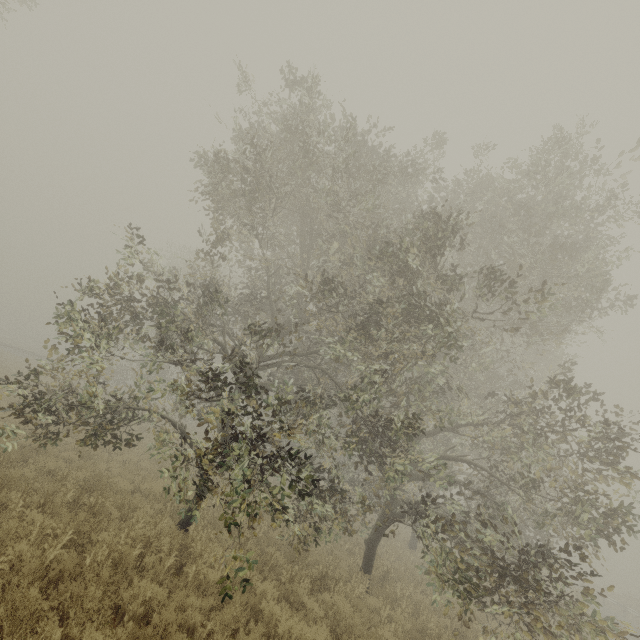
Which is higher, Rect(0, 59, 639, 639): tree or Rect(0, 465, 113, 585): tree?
Rect(0, 59, 639, 639): tree

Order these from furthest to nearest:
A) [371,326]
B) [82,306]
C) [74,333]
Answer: [371,326], [82,306], [74,333]

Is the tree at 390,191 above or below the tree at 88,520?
above

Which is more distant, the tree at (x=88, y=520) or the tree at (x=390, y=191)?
the tree at (x=390, y=191)

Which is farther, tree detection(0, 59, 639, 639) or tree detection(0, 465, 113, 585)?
tree detection(0, 59, 639, 639)
